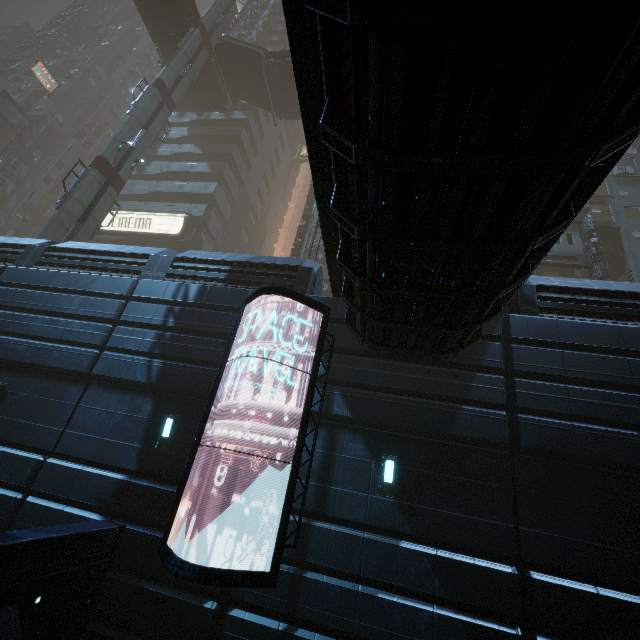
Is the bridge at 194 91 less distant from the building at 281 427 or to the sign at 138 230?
the building at 281 427

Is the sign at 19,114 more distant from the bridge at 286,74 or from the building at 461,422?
the bridge at 286,74

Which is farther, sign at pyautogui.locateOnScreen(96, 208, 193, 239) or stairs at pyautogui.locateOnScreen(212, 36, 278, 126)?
stairs at pyautogui.locateOnScreen(212, 36, 278, 126)

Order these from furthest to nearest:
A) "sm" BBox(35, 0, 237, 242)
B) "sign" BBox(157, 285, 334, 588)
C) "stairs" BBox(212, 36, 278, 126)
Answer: Result: "stairs" BBox(212, 36, 278, 126) → "sm" BBox(35, 0, 237, 242) → "sign" BBox(157, 285, 334, 588)

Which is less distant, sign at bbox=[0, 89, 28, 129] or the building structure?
the building structure

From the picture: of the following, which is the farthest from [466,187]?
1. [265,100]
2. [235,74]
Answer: [235,74]

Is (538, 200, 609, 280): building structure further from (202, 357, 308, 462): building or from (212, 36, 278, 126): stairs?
(212, 36, 278, 126): stairs

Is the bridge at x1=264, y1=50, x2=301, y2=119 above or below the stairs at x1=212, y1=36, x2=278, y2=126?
below
